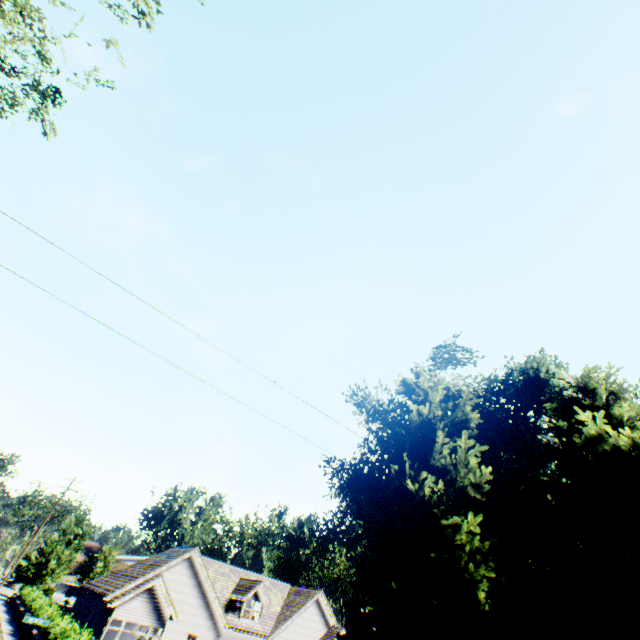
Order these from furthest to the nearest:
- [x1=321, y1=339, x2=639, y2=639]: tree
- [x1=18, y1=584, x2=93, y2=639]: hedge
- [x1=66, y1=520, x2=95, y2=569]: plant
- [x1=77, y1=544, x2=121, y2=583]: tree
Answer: [x1=66, y1=520, x2=95, y2=569]: plant, [x1=77, y1=544, x2=121, y2=583]: tree, [x1=18, y1=584, x2=93, y2=639]: hedge, [x1=321, y1=339, x2=639, y2=639]: tree

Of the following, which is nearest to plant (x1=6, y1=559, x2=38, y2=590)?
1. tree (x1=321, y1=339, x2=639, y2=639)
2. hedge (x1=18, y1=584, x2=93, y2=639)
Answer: tree (x1=321, y1=339, x2=639, y2=639)

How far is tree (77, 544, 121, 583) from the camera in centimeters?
4341cm

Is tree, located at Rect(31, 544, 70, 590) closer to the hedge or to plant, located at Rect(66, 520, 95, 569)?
plant, located at Rect(66, 520, 95, 569)

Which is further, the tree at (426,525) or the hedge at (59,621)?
the hedge at (59,621)

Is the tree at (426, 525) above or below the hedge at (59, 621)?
above

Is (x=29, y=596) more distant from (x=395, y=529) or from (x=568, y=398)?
(x=568, y=398)

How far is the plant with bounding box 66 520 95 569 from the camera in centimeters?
4712cm
